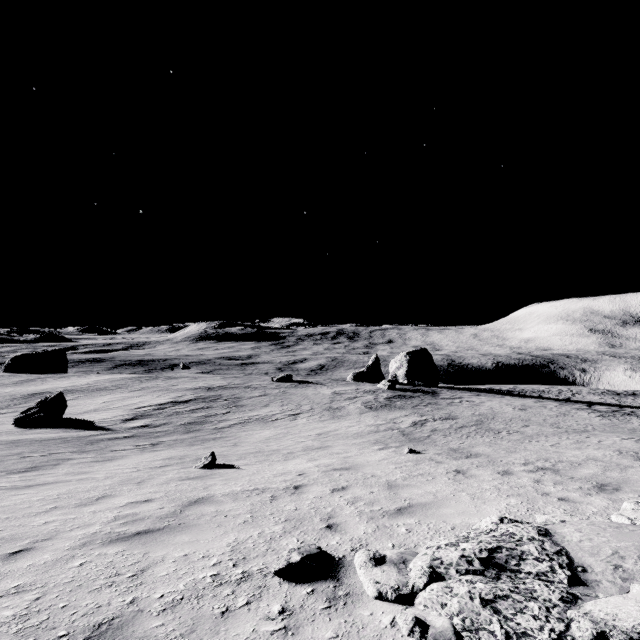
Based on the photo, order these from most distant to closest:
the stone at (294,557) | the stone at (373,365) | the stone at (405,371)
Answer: the stone at (373,365) < the stone at (405,371) < the stone at (294,557)

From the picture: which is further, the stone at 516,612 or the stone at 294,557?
the stone at 294,557

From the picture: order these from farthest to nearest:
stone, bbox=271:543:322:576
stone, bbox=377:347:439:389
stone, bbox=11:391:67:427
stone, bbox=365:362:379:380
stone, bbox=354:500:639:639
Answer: stone, bbox=365:362:379:380 < stone, bbox=377:347:439:389 < stone, bbox=11:391:67:427 < stone, bbox=271:543:322:576 < stone, bbox=354:500:639:639

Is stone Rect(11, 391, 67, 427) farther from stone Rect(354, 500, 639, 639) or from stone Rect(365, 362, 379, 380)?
stone Rect(365, 362, 379, 380)

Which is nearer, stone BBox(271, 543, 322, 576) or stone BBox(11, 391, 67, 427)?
stone BBox(271, 543, 322, 576)

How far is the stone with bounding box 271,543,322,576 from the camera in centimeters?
337cm

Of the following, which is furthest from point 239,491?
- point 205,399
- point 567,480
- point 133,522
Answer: point 205,399

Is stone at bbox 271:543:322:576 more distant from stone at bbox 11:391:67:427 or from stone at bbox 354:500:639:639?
stone at bbox 11:391:67:427
